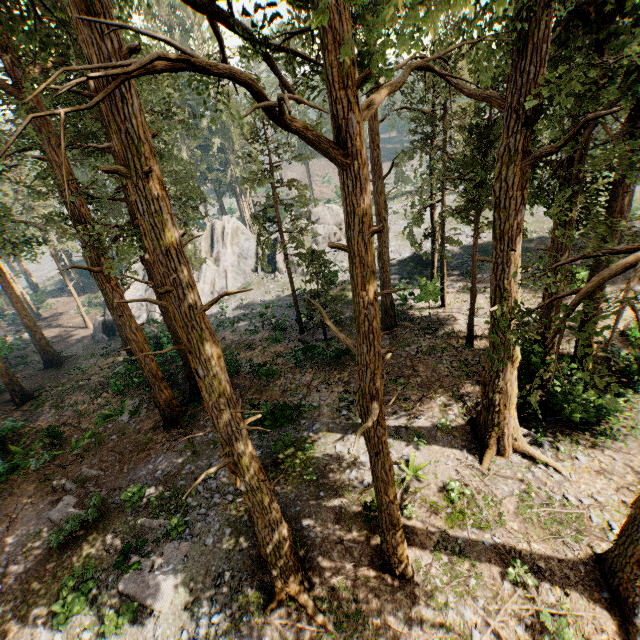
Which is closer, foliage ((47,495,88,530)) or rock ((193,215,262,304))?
foliage ((47,495,88,530))

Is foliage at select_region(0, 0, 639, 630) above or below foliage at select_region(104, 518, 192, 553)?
above

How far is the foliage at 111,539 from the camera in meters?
11.5 m

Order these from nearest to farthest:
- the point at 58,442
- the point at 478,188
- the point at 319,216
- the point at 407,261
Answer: the point at 478,188
the point at 58,442
the point at 407,261
the point at 319,216

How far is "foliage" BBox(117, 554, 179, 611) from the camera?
10.1m

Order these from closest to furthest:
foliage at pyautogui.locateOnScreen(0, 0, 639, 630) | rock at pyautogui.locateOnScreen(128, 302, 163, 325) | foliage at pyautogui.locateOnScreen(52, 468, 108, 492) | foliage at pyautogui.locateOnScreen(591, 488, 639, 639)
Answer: foliage at pyautogui.locateOnScreen(0, 0, 639, 630)
foliage at pyautogui.locateOnScreen(591, 488, 639, 639)
foliage at pyautogui.locateOnScreen(52, 468, 108, 492)
rock at pyautogui.locateOnScreen(128, 302, 163, 325)

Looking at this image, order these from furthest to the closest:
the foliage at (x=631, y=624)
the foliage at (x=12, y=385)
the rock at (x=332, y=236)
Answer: the rock at (x=332, y=236) → the foliage at (x=12, y=385) → the foliage at (x=631, y=624)
